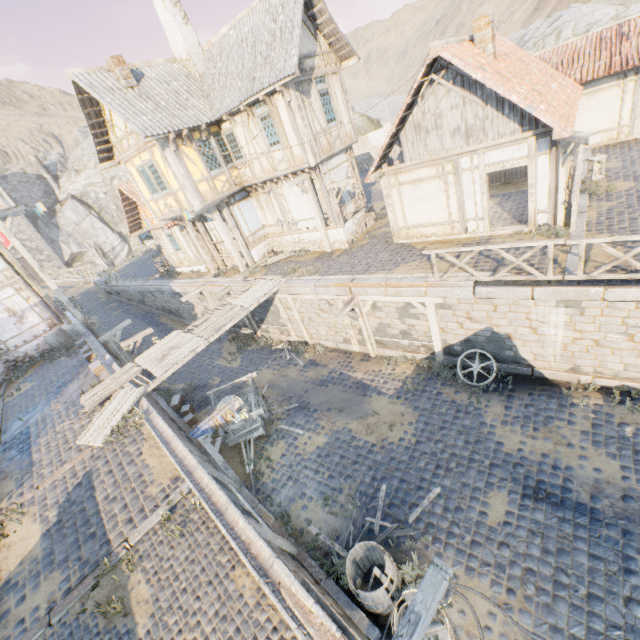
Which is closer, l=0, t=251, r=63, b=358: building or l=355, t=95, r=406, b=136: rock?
l=0, t=251, r=63, b=358: building

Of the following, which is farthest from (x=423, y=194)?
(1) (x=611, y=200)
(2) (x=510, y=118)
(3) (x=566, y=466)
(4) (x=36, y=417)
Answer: (4) (x=36, y=417)

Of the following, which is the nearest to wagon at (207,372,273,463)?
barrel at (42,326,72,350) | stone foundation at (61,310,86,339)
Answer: barrel at (42,326,72,350)

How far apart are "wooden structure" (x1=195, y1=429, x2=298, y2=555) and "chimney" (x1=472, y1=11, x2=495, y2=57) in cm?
1402

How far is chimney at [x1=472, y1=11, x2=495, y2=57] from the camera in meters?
9.8

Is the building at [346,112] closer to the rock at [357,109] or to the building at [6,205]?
the building at [6,205]

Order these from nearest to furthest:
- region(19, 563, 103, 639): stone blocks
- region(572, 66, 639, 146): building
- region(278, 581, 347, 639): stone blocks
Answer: region(278, 581, 347, 639): stone blocks < region(19, 563, 103, 639): stone blocks < region(572, 66, 639, 146): building

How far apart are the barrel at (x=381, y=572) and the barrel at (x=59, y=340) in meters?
17.9
